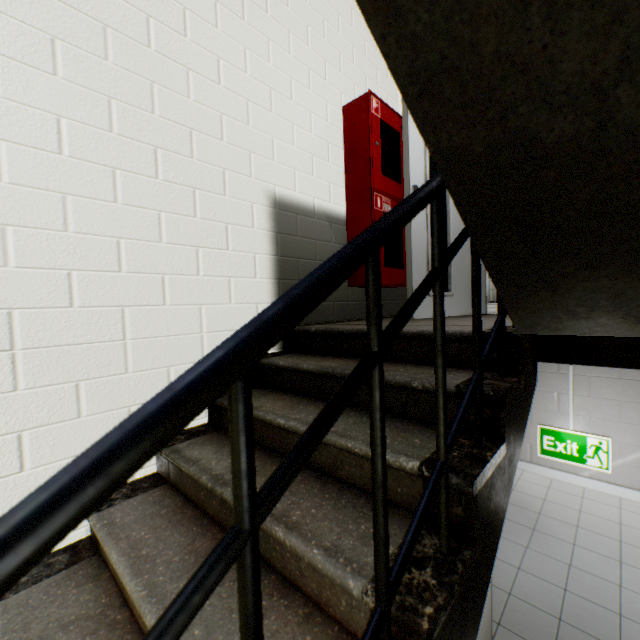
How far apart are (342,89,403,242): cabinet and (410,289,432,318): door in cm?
28

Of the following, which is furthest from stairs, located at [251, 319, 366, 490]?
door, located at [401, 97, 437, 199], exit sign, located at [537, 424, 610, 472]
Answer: exit sign, located at [537, 424, 610, 472]

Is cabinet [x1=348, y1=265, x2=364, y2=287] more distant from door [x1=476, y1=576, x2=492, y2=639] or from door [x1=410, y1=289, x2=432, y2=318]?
door [x1=476, y1=576, x2=492, y2=639]

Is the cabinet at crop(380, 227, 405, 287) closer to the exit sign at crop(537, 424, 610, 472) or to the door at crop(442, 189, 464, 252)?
the door at crop(442, 189, 464, 252)

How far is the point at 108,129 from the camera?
1.5m

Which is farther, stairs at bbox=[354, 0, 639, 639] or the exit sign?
the exit sign

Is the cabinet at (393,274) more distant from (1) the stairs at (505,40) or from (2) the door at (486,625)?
(2) the door at (486,625)

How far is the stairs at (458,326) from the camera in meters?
1.2 m
